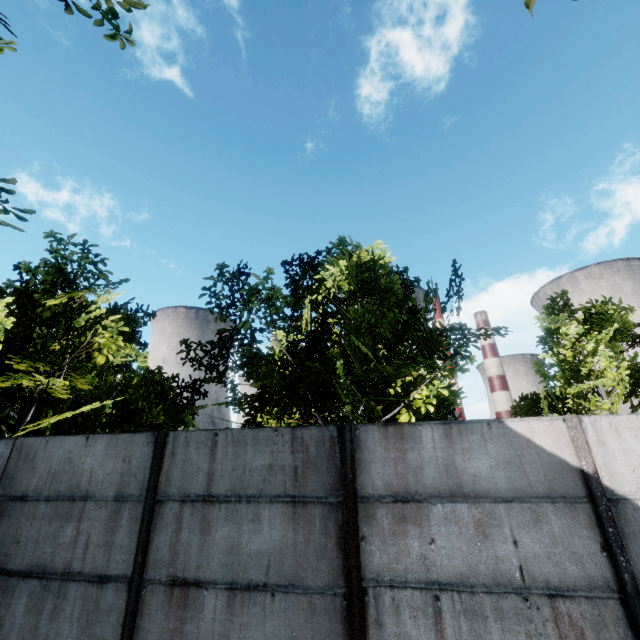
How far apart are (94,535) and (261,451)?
2.7m
